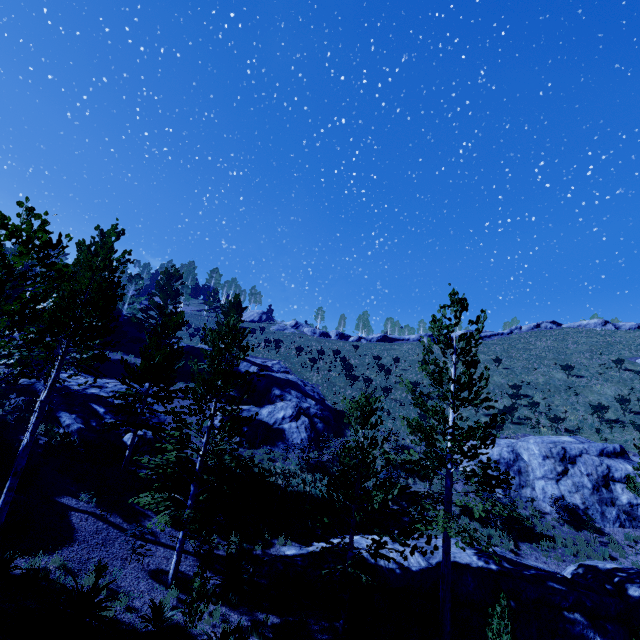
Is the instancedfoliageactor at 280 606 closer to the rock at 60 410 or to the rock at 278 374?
the rock at 60 410

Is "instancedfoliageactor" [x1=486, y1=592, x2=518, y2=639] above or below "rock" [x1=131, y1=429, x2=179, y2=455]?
below

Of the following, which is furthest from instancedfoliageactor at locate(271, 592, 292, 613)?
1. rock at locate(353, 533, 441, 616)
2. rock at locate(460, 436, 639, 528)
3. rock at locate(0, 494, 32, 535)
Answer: rock at locate(460, 436, 639, 528)

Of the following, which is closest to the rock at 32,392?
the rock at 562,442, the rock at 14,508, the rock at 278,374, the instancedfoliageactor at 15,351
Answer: the instancedfoliageactor at 15,351

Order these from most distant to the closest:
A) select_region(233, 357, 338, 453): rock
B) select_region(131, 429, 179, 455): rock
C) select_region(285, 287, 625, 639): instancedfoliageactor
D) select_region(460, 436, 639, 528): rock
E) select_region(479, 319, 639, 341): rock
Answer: select_region(479, 319, 639, 341): rock → select_region(233, 357, 338, 453): rock → select_region(131, 429, 179, 455): rock → select_region(460, 436, 639, 528): rock → select_region(285, 287, 625, 639): instancedfoliageactor

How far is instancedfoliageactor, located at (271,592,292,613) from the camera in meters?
10.7

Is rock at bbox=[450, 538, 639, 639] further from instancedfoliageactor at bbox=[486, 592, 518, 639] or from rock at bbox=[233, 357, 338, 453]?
rock at bbox=[233, 357, 338, 453]

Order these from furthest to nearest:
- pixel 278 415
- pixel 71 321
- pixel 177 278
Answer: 1. pixel 177 278
2. pixel 278 415
3. pixel 71 321
